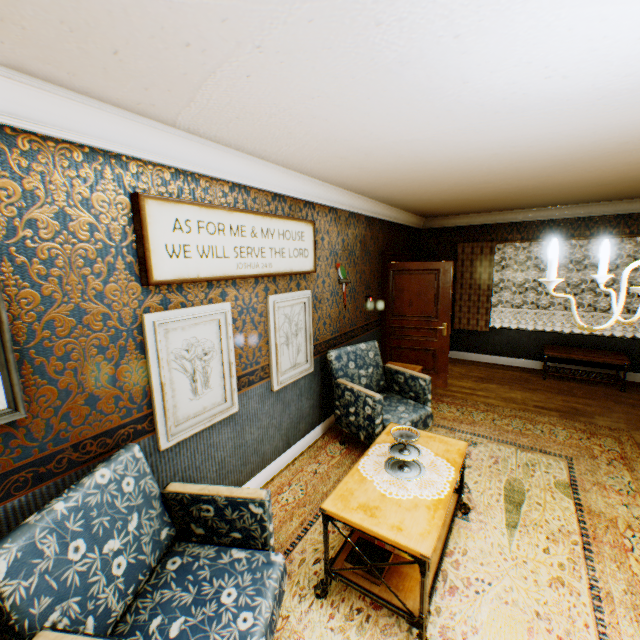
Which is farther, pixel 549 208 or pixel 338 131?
pixel 549 208

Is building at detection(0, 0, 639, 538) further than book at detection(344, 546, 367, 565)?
No

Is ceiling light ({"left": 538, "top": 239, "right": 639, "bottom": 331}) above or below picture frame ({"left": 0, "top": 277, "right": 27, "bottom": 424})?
above

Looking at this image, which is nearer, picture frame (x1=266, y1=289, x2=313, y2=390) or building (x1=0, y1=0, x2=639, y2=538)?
building (x1=0, y1=0, x2=639, y2=538)

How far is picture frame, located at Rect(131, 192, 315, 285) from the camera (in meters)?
2.11

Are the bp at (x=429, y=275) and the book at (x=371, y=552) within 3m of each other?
no

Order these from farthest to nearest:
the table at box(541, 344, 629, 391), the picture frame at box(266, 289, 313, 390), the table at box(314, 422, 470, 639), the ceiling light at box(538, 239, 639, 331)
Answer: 1. the table at box(541, 344, 629, 391)
2. the picture frame at box(266, 289, 313, 390)
3. the table at box(314, 422, 470, 639)
4. the ceiling light at box(538, 239, 639, 331)

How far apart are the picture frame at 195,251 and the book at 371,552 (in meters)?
2.24
